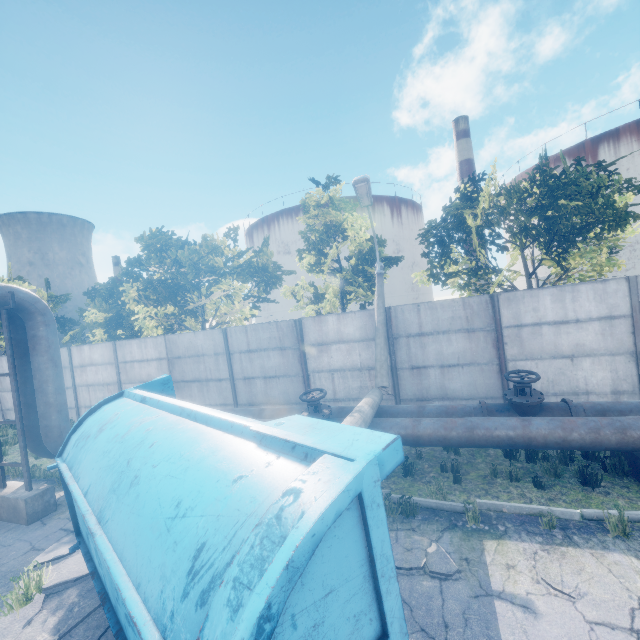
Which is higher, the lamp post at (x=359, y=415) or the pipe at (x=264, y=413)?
the lamp post at (x=359, y=415)

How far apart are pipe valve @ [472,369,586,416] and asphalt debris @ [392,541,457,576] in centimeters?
234cm

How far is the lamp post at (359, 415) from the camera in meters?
6.4 m

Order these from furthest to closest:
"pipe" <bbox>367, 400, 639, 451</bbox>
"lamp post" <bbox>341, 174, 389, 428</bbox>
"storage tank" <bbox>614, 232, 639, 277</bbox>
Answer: "storage tank" <bbox>614, 232, 639, 277</bbox> < "lamp post" <bbox>341, 174, 389, 428</bbox> < "pipe" <bbox>367, 400, 639, 451</bbox>

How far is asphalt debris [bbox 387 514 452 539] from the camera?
5.2m

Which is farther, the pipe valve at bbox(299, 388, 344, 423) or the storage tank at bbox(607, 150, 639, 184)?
the storage tank at bbox(607, 150, 639, 184)

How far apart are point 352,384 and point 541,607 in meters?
→ 6.7 m

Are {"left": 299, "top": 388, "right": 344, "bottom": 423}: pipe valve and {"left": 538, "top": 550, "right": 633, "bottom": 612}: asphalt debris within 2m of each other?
no
